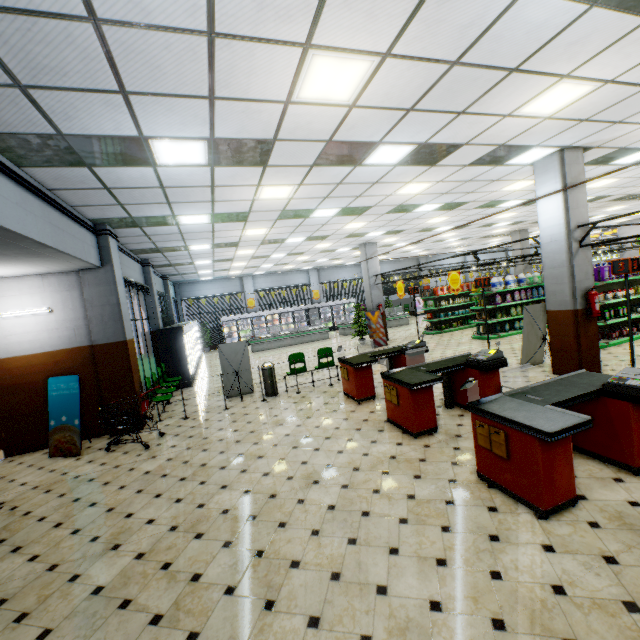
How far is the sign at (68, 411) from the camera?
6.8m

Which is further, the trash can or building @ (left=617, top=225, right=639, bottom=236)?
building @ (left=617, top=225, right=639, bottom=236)

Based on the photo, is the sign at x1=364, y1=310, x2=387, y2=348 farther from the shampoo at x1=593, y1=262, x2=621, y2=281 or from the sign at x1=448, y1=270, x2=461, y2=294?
the shampoo at x1=593, y1=262, x2=621, y2=281

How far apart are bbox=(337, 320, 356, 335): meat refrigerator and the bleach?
8.6 meters

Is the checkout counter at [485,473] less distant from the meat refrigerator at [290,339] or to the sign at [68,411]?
the sign at [68,411]

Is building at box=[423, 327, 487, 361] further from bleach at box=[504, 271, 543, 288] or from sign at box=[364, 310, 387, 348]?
bleach at box=[504, 271, 543, 288]

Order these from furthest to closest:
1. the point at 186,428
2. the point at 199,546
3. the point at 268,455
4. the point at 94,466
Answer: the point at 186,428 < the point at 94,466 < the point at 268,455 < the point at 199,546

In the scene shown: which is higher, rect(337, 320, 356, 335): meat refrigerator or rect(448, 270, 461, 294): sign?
rect(448, 270, 461, 294): sign
